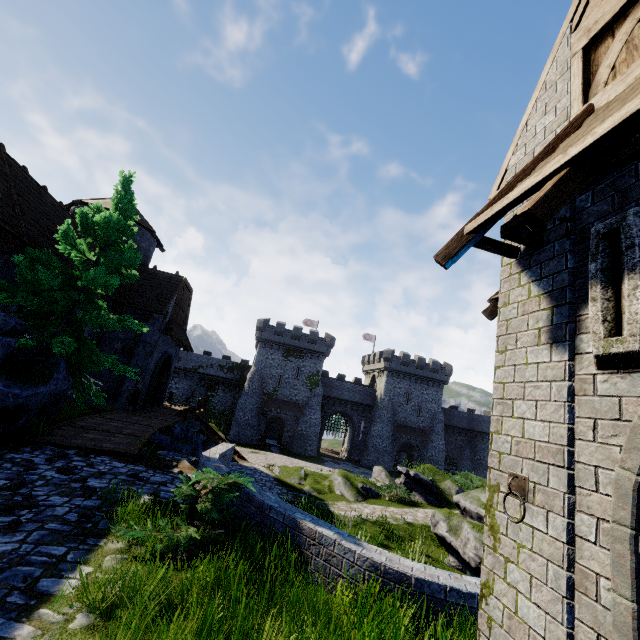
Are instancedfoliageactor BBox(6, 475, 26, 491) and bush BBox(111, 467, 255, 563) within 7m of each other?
yes

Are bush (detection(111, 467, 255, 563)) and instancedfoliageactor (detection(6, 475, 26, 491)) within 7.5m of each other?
yes

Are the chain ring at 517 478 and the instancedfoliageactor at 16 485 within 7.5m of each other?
no

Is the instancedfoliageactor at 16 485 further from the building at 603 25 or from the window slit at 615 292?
the window slit at 615 292

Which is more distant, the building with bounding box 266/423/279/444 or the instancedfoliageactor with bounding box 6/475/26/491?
the building with bounding box 266/423/279/444

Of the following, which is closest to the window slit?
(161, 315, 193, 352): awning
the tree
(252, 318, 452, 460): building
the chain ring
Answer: the chain ring

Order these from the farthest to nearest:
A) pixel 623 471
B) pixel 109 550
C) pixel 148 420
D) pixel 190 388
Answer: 1. pixel 190 388
2. pixel 148 420
3. pixel 109 550
4. pixel 623 471

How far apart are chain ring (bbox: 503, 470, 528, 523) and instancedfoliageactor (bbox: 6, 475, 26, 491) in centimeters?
822cm
